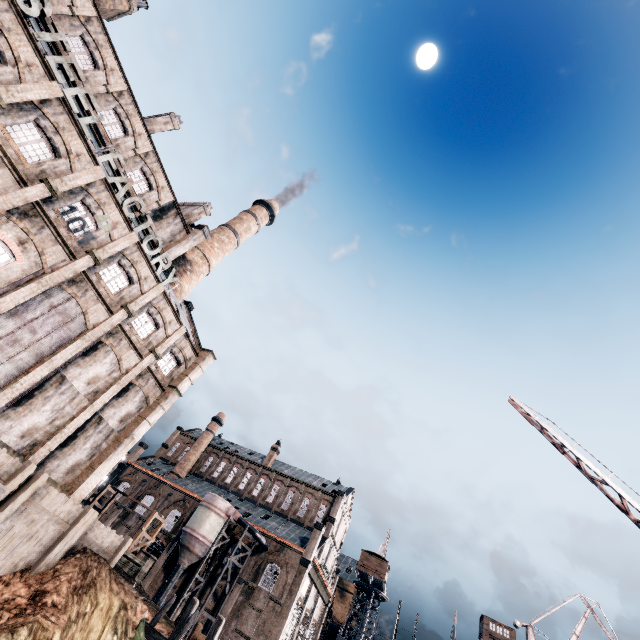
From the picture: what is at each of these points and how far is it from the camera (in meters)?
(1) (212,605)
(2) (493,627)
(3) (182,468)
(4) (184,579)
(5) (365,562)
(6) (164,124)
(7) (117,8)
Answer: (1) building, 39.44
(2) building, 49.22
(3) chimney, 57.69
(4) building, 42.16
(5) building, 57.06
(6) chimney, 32.56
(7) chimney, 27.66

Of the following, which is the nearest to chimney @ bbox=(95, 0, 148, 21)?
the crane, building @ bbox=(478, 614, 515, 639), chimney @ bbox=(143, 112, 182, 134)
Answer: chimney @ bbox=(143, 112, 182, 134)

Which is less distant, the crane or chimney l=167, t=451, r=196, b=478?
the crane

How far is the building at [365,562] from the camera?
55.6m

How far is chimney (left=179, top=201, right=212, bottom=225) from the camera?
37.0 meters

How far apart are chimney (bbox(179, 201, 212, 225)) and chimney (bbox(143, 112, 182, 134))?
7.55m

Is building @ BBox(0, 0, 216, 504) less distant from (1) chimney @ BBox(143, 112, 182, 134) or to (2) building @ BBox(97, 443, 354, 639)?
(1) chimney @ BBox(143, 112, 182, 134)

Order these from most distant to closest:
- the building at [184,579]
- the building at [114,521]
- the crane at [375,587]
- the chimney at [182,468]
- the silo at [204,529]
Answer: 1. the chimney at [182,468]
2. the crane at [375,587]
3. the building at [114,521]
4. the building at [184,579]
5. the silo at [204,529]
